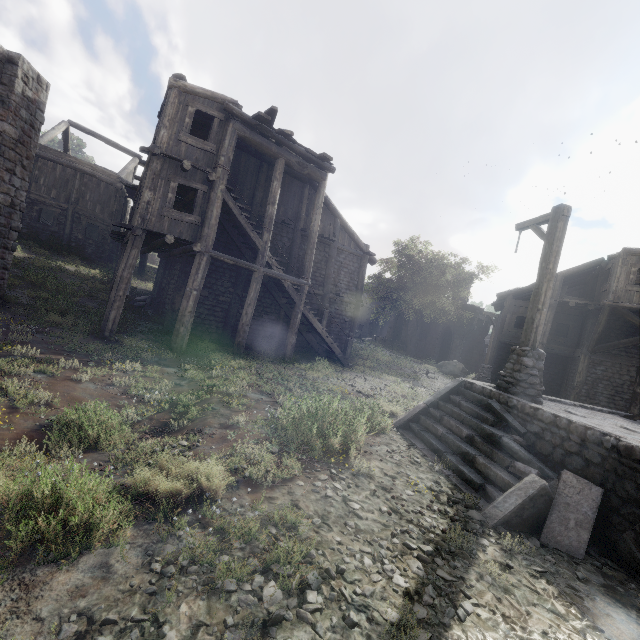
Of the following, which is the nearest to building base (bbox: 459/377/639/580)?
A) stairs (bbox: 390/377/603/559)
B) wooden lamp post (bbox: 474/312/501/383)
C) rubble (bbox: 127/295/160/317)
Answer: stairs (bbox: 390/377/603/559)

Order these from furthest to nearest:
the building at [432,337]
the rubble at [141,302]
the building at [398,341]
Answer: the building at [398,341] → the building at [432,337] → the rubble at [141,302]

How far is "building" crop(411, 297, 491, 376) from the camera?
31.7 meters

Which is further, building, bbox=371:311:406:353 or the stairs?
building, bbox=371:311:406:353

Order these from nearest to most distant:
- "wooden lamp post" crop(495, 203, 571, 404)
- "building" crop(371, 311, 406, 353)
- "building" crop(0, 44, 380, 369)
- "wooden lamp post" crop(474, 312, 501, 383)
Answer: "wooden lamp post" crop(495, 203, 571, 404), "building" crop(0, 44, 380, 369), "wooden lamp post" crop(474, 312, 501, 383), "building" crop(371, 311, 406, 353)

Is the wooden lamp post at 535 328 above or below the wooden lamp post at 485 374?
above

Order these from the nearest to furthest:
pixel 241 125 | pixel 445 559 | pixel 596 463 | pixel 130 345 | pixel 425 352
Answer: pixel 445 559 < pixel 596 463 < pixel 130 345 < pixel 241 125 < pixel 425 352

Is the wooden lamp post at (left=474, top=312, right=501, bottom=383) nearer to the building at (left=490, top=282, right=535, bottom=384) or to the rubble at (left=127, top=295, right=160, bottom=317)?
the building at (left=490, top=282, right=535, bottom=384)
